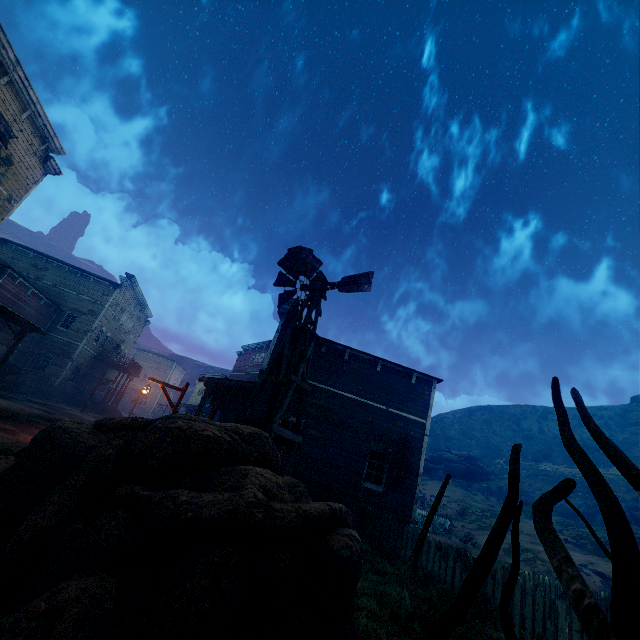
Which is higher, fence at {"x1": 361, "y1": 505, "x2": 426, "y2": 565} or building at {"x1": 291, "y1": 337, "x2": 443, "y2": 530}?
building at {"x1": 291, "y1": 337, "x2": 443, "y2": 530}

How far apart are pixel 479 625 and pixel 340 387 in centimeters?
935cm

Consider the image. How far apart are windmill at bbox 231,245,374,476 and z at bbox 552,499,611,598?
30.0m

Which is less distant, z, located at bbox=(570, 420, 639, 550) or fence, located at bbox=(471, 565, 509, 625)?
fence, located at bbox=(471, 565, 509, 625)

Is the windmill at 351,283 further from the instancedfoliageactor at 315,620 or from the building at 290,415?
the building at 290,415

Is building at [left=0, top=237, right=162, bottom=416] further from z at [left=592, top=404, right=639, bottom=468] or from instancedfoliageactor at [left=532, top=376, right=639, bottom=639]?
instancedfoliageactor at [left=532, top=376, right=639, bottom=639]

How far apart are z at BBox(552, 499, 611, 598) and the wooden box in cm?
4415

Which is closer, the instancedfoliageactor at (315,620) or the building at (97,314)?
the instancedfoliageactor at (315,620)
